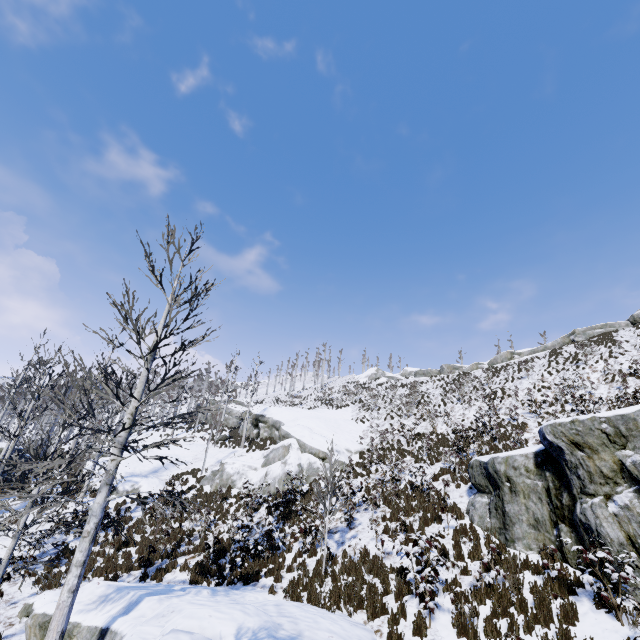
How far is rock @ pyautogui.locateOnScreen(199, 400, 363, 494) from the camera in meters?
20.0

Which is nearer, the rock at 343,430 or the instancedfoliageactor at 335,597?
the instancedfoliageactor at 335,597

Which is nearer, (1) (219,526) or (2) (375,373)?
(1) (219,526)

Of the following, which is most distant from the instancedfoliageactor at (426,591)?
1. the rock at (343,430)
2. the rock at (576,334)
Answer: the rock at (576,334)

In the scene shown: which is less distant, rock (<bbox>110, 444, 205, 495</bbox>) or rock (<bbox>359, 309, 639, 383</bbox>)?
rock (<bbox>110, 444, 205, 495</bbox>)

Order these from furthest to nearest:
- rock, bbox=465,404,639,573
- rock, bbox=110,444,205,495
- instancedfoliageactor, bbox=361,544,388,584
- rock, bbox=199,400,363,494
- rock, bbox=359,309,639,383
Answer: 1. rock, bbox=359,309,639,383
2. rock, bbox=110,444,205,495
3. rock, bbox=199,400,363,494
4. instancedfoliageactor, bbox=361,544,388,584
5. rock, bbox=465,404,639,573

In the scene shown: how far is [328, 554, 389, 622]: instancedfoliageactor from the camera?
8.12m

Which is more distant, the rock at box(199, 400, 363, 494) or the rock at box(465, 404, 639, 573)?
the rock at box(199, 400, 363, 494)
